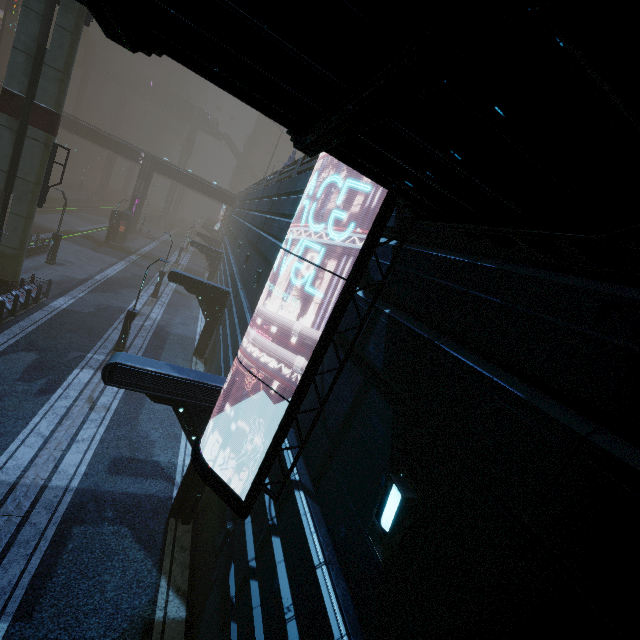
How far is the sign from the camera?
4.64m

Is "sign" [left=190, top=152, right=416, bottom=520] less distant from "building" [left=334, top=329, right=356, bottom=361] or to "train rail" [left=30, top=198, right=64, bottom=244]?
"building" [left=334, top=329, right=356, bottom=361]

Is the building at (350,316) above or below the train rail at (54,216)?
above

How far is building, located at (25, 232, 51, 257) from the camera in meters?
24.2 m

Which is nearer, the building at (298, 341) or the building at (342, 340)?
the building at (342, 340)

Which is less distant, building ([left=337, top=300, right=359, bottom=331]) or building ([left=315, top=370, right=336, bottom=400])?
building ([left=337, top=300, right=359, bottom=331])

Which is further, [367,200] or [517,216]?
[367,200]
